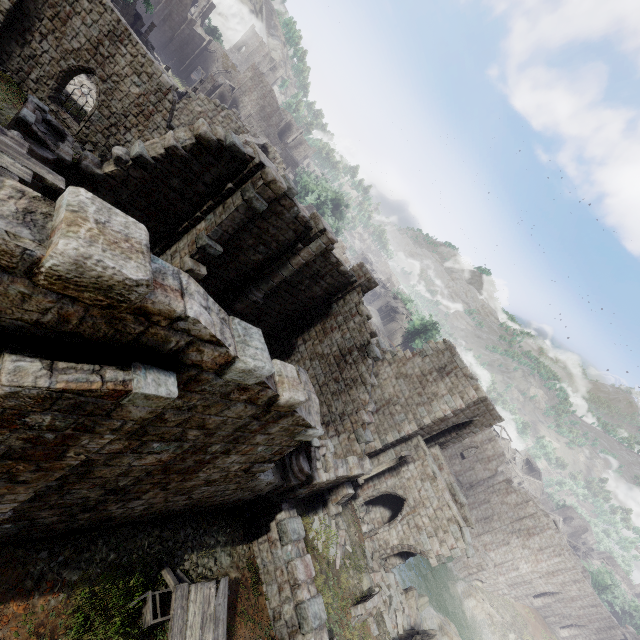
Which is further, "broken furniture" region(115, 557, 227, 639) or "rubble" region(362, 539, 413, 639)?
"rubble" region(362, 539, 413, 639)

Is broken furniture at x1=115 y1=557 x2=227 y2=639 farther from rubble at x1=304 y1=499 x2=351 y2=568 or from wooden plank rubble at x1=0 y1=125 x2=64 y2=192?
wooden plank rubble at x1=0 y1=125 x2=64 y2=192

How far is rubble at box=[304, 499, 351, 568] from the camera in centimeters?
1403cm

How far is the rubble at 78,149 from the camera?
16.2m

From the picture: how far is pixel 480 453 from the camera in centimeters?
4556cm

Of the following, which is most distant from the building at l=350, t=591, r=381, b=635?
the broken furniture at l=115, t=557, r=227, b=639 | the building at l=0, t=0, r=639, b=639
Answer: the broken furniture at l=115, t=557, r=227, b=639

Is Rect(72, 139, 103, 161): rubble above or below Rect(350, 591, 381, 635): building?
below

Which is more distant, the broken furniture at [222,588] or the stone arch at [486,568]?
the stone arch at [486,568]
